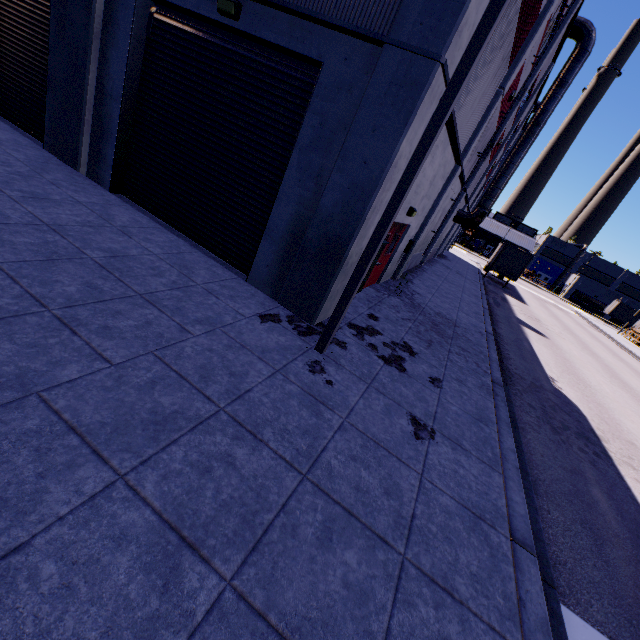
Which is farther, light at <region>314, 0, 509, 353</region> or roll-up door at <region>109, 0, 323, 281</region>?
roll-up door at <region>109, 0, 323, 281</region>

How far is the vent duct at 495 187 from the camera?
19.0 meters

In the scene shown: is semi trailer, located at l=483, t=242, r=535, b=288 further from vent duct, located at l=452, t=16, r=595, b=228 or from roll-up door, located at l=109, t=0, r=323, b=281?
vent duct, located at l=452, t=16, r=595, b=228

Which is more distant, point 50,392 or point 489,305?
point 489,305

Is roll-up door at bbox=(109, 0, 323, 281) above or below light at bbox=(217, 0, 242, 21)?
below

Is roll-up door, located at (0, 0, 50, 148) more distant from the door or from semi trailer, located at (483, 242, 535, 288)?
the door

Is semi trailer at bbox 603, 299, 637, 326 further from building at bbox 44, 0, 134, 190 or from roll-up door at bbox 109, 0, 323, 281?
roll-up door at bbox 109, 0, 323, 281

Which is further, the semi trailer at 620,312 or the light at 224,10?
the semi trailer at 620,312
